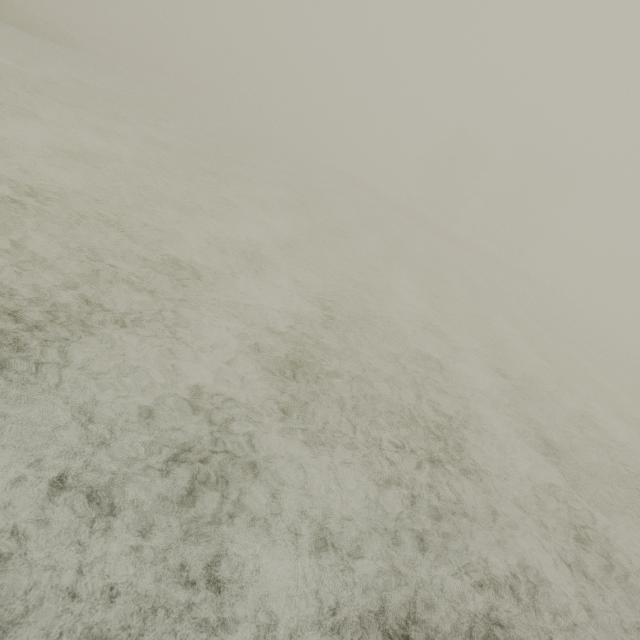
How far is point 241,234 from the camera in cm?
866
